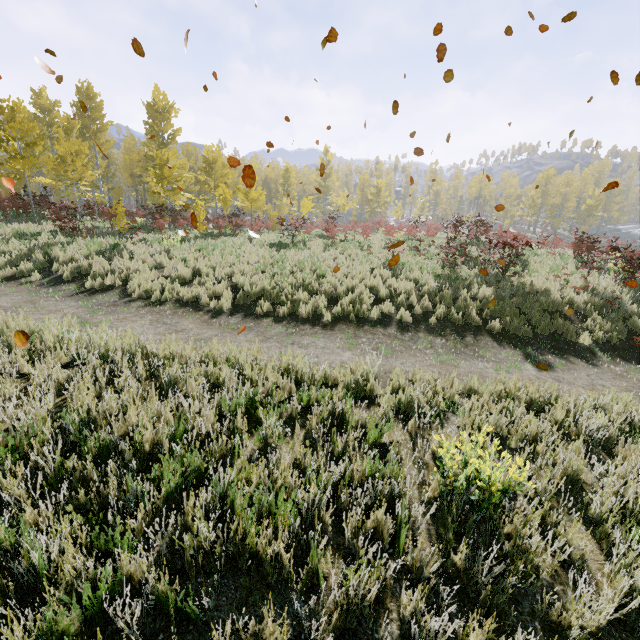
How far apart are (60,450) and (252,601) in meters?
2.6

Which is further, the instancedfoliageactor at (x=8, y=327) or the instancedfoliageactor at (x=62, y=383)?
the instancedfoliageactor at (x=8, y=327)

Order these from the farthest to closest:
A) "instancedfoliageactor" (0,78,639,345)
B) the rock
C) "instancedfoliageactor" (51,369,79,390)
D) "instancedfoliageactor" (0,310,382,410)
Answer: the rock, "instancedfoliageactor" (0,78,639,345), "instancedfoliageactor" (0,310,382,410), "instancedfoliageactor" (51,369,79,390)

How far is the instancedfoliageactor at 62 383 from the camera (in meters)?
4.00

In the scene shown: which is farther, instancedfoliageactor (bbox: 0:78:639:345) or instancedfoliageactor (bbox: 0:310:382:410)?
instancedfoliageactor (bbox: 0:78:639:345)

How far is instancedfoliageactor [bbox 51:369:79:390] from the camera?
4.0m

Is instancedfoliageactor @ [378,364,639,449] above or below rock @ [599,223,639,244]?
below

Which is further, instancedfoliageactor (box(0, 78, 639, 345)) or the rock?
the rock
